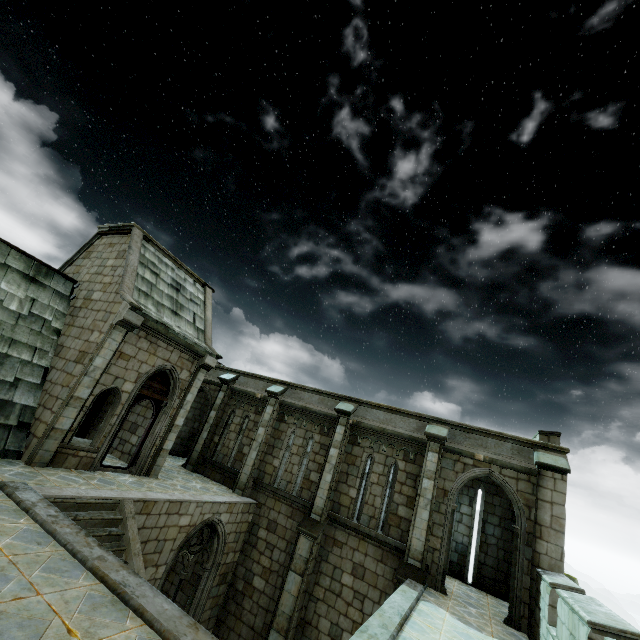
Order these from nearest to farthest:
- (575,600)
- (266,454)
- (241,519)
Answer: (575,600) < (241,519) < (266,454)
